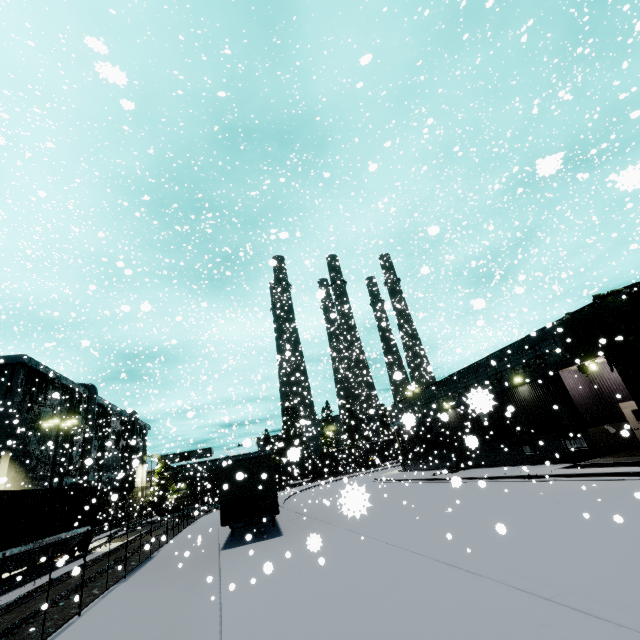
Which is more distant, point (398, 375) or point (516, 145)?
point (516, 145)

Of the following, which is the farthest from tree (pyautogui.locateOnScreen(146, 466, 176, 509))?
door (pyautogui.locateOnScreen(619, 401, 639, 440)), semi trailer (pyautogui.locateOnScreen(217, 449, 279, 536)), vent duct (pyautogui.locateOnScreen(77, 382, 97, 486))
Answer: door (pyautogui.locateOnScreen(619, 401, 639, 440))

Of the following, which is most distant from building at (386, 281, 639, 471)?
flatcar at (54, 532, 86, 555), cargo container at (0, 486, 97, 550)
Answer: flatcar at (54, 532, 86, 555)

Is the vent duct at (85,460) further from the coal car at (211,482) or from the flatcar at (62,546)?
the flatcar at (62,546)

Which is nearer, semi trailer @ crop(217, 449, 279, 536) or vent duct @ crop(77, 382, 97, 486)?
semi trailer @ crop(217, 449, 279, 536)

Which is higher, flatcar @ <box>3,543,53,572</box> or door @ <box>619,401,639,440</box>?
door @ <box>619,401,639,440</box>

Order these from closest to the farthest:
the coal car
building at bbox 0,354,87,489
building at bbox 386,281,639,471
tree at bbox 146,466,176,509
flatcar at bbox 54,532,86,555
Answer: building at bbox 386,281,639,471 → flatcar at bbox 54,532,86,555 → building at bbox 0,354,87,489 → tree at bbox 146,466,176,509 → the coal car

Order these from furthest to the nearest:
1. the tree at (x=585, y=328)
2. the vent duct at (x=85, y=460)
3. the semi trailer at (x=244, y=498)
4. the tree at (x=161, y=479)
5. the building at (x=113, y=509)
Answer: the building at (x=113, y=509) < the vent duct at (x=85, y=460) < the tree at (x=161, y=479) < the tree at (x=585, y=328) < the semi trailer at (x=244, y=498)
